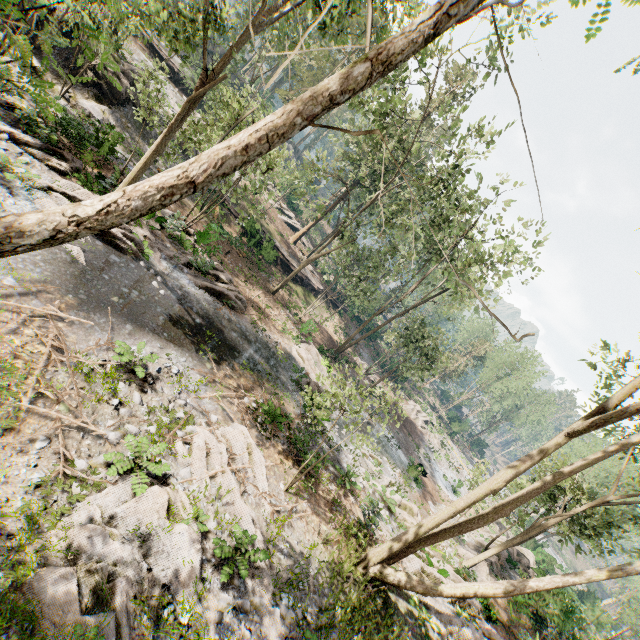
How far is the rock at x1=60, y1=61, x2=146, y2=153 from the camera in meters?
19.0 m

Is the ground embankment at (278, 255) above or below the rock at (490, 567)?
below

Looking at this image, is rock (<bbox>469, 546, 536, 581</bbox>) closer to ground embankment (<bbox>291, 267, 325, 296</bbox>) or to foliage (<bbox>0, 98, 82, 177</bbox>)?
foliage (<bbox>0, 98, 82, 177</bbox>)

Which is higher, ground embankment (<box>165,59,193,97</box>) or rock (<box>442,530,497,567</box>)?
ground embankment (<box>165,59,193,97</box>)

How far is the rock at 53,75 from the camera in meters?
18.2

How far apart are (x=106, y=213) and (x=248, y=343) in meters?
17.4

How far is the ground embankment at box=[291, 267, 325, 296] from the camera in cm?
3630

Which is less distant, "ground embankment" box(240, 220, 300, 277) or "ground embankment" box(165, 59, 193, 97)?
"ground embankment" box(240, 220, 300, 277)
